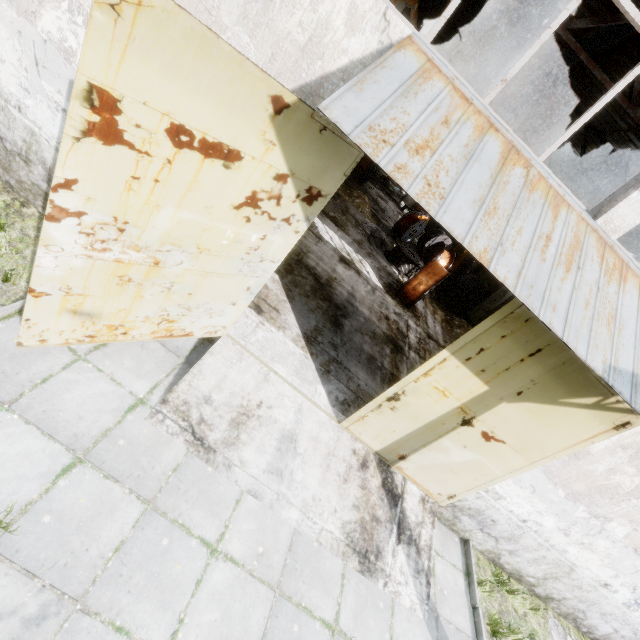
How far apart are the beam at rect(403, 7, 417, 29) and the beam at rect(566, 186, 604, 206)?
11.9m

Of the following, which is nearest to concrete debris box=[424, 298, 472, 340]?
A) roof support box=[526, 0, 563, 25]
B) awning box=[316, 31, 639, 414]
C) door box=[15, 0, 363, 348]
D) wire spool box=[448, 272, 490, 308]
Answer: wire spool box=[448, 272, 490, 308]

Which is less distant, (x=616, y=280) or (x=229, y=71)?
(x=229, y=71)

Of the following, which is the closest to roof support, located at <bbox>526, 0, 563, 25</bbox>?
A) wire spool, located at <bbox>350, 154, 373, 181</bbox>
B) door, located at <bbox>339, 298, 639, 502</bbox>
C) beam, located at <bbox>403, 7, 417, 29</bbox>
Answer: beam, located at <bbox>403, 7, 417, 29</bbox>

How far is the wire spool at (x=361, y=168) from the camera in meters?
24.3

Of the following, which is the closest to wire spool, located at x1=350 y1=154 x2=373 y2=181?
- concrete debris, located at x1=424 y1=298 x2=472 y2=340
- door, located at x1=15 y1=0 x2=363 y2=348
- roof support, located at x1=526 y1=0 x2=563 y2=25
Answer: concrete debris, located at x1=424 y1=298 x2=472 y2=340

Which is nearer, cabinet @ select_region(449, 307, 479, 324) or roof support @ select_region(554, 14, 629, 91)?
roof support @ select_region(554, 14, 629, 91)

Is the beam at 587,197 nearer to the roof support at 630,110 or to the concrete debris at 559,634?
the roof support at 630,110
